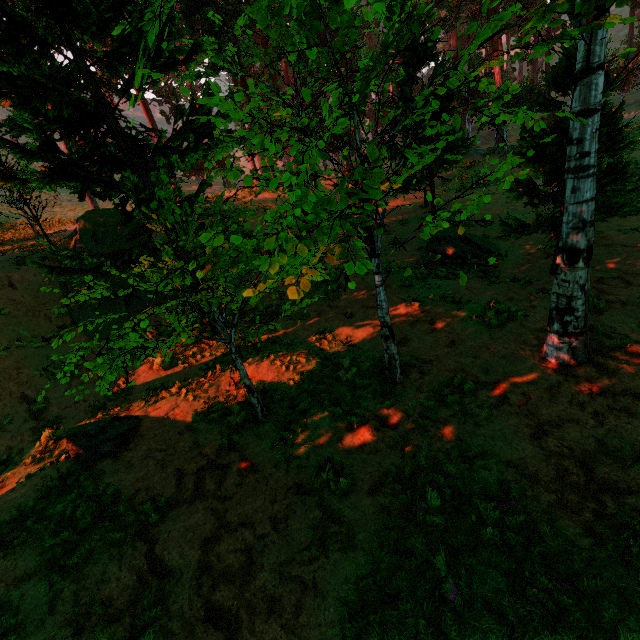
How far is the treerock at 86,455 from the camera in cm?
725

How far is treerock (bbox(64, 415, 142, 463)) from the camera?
7.25m

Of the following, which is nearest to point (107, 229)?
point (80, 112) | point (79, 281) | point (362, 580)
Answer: point (79, 281)

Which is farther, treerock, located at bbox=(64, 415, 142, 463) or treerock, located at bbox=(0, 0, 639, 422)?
treerock, located at bbox=(64, 415, 142, 463)

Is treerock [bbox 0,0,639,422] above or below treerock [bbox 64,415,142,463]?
above

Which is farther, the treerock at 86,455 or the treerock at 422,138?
the treerock at 86,455
